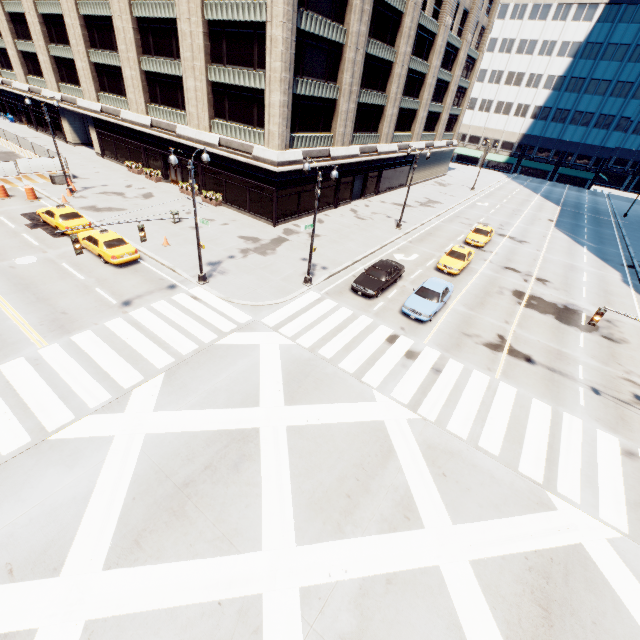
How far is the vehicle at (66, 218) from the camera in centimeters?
2250cm

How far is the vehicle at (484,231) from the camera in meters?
31.1

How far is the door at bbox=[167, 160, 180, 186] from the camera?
34.7 meters

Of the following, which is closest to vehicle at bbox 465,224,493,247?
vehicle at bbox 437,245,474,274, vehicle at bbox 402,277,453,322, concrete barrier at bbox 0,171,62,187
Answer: vehicle at bbox 437,245,474,274

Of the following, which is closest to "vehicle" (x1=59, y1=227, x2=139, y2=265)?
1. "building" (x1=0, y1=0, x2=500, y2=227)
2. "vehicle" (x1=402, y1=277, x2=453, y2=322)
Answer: "building" (x1=0, y1=0, x2=500, y2=227)

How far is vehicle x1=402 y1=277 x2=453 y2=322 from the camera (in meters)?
19.06

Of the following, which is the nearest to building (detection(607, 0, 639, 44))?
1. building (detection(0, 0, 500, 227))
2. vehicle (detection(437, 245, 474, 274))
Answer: building (detection(0, 0, 500, 227))

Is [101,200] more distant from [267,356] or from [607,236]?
[607,236]
